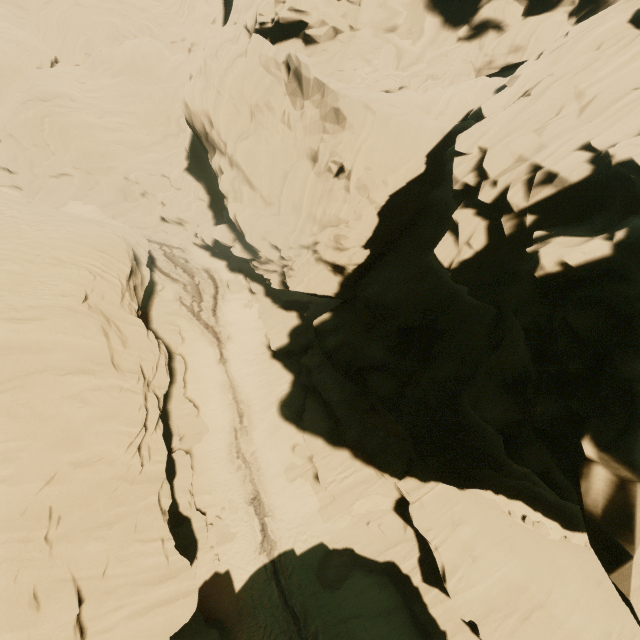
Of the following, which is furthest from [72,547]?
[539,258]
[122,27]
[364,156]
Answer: [122,27]
